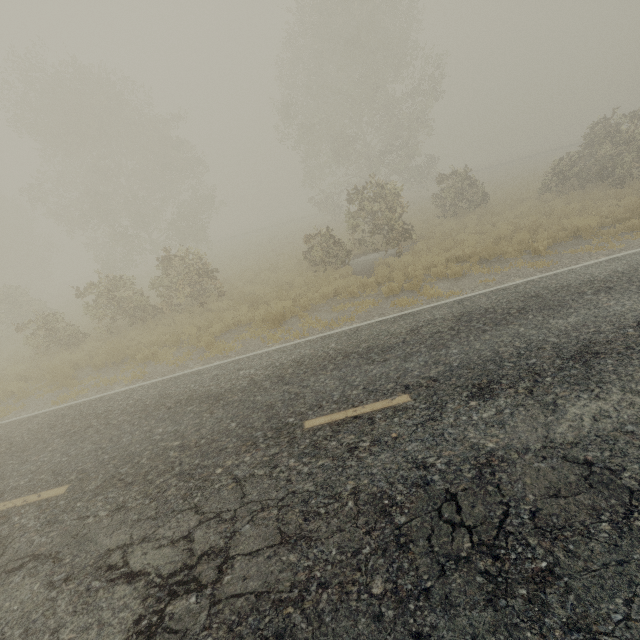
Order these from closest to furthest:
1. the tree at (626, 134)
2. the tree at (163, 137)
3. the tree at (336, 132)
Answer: the tree at (163, 137) < the tree at (626, 134) < the tree at (336, 132)

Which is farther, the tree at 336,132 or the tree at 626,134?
the tree at 336,132

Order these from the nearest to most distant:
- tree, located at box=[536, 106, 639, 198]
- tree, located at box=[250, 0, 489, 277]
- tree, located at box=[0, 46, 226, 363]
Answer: tree, located at box=[0, 46, 226, 363], tree, located at box=[536, 106, 639, 198], tree, located at box=[250, 0, 489, 277]

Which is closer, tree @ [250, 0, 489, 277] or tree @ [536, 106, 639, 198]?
tree @ [536, 106, 639, 198]

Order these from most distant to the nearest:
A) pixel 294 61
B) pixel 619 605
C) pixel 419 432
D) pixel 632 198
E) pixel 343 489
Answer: pixel 294 61 → pixel 632 198 → pixel 419 432 → pixel 343 489 → pixel 619 605

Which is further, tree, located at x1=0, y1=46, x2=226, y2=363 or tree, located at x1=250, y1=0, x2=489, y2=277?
tree, located at x1=250, y1=0, x2=489, y2=277
